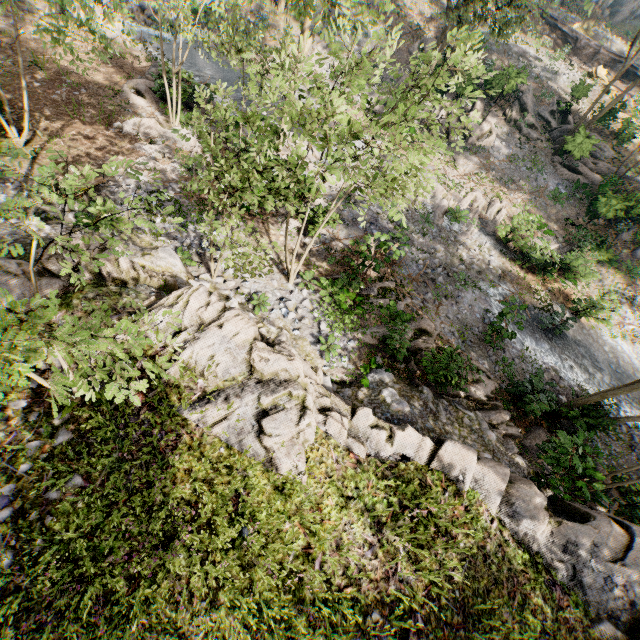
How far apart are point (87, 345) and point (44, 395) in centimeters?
545cm

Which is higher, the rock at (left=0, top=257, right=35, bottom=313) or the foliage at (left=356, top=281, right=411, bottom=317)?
the rock at (left=0, top=257, right=35, bottom=313)

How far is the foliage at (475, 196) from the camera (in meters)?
19.97

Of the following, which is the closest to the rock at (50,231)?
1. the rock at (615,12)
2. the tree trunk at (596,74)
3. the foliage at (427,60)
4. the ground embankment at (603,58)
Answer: the foliage at (427,60)

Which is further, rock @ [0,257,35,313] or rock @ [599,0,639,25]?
rock @ [599,0,639,25]

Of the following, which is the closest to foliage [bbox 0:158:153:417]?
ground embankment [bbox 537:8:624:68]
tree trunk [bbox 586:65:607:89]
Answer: ground embankment [bbox 537:8:624:68]

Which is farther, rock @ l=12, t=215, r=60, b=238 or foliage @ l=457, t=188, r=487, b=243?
foliage @ l=457, t=188, r=487, b=243

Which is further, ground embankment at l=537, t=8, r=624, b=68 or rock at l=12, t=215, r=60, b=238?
ground embankment at l=537, t=8, r=624, b=68
